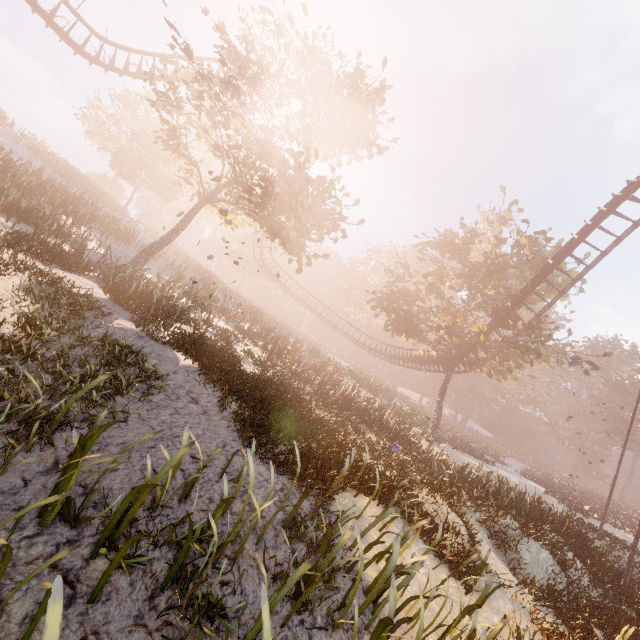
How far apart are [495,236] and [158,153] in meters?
39.5

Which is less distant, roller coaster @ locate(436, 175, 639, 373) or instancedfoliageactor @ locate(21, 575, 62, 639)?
instancedfoliageactor @ locate(21, 575, 62, 639)

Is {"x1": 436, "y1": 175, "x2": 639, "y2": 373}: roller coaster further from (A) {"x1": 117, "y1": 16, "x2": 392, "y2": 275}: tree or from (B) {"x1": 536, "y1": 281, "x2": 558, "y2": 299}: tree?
(A) {"x1": 117, "y1": 16, "x2": 392, "y2": 275}: tree

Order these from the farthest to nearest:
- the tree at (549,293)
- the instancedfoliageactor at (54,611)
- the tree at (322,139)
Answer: the tree at (549,293), the tree at (322,139), the instancedfoliageactor at (54,611)

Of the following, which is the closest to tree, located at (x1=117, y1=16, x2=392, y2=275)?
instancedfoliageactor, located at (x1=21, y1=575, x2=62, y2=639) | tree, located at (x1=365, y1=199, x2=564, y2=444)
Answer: tree, located at (x1=365, y1=199, x2=564, y2=444)

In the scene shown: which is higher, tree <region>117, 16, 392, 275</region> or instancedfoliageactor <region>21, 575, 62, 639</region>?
tree <region>117, 16, 392, 275</region>

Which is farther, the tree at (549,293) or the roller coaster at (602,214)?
the tree at (549,293)

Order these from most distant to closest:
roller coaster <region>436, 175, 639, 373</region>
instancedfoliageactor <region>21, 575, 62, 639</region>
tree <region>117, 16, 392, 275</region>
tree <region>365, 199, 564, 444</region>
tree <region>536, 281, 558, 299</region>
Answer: tree <region>536, 281, 558, 299</region> → tree <region>365, 199, 564, 444</region> → roller coaster <region>436, 175, 639, 373</region> → tree <region>117, 16, 392, 275</region> → instancedfoliageactor <region>21, 575, 62, 639</region>
